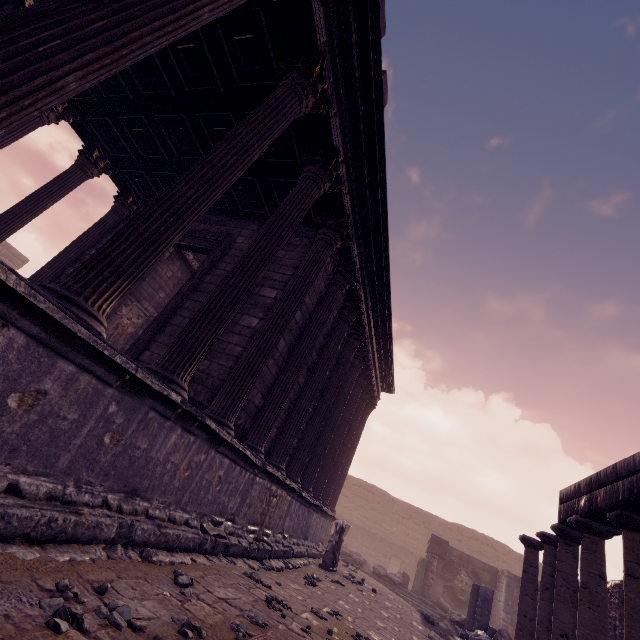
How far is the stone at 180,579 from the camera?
3.1m

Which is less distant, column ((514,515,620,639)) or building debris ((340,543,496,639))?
column ((514,515,620,639))

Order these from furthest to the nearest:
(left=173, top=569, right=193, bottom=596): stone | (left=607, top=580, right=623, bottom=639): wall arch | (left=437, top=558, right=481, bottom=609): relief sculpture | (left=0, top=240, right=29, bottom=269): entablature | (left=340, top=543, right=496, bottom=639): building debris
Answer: (left=0, top=240, right=29, bottom=269): entablature
(left=437, top=558, right=481, bottom=609): relief sculpture
(left=340, top=543, right=496, bottom=639): building debris
(left=607, top=580, right=623, bottom=639): wall arch
(left=173, top=569, right=193, bottom=596): stone

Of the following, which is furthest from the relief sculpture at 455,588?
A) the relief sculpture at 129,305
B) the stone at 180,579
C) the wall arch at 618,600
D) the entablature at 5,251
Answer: the entablature at 5,251

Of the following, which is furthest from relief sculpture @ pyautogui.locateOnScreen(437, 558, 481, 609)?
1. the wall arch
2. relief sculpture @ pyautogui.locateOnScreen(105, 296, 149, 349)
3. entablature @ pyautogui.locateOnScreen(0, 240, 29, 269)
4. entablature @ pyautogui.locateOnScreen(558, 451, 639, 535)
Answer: entablature @ pyautogui.locateOnScreen(0, 240, 29, 269)

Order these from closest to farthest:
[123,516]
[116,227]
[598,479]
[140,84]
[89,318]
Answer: [89,318], [123,516], [598,479], [140,84], [116,227]

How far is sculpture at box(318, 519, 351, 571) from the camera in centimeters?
956cm

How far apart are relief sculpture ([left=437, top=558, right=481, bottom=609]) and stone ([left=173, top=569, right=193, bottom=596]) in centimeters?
1689cm
